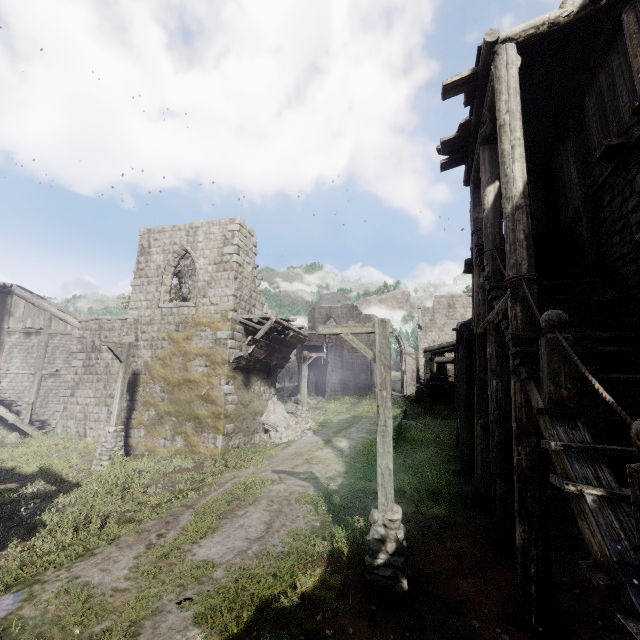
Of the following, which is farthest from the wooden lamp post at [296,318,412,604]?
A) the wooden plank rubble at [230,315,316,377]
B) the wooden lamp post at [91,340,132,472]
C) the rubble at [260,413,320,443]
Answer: the wooden lamp post at [91,340,132,472]

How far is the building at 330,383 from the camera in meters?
33.2

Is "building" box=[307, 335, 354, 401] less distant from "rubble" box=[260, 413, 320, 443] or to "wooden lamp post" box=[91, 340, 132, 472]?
"rubble" box=[260, 413, 320, 443]

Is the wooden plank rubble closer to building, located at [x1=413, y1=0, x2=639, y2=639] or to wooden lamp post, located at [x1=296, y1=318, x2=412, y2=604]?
building, located at [x1=413, y1=0, x2=639, y2=639]

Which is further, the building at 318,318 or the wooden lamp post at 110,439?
the building at 318,318

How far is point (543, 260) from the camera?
7.96m

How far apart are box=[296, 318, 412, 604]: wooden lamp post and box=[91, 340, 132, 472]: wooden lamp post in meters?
10.6 m

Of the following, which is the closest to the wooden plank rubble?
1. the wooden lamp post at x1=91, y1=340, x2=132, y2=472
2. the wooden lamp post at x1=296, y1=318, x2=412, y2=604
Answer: the wooden lamp post at x1=91, y1=340, x2=132, y2=472
